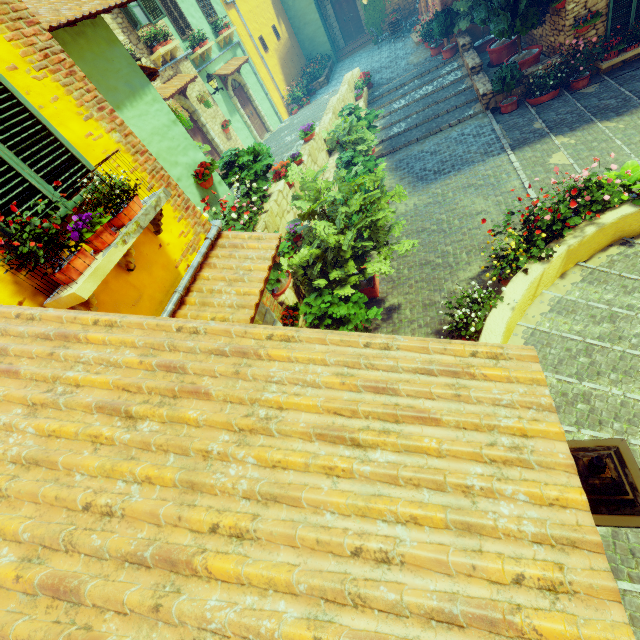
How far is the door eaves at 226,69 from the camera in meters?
13.8

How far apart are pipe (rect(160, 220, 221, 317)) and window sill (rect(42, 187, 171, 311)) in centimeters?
49cm

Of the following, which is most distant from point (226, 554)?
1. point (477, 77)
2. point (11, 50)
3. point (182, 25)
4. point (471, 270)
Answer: point (182, 25)

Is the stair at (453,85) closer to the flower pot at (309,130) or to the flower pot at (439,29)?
the flower pot at (439,29)

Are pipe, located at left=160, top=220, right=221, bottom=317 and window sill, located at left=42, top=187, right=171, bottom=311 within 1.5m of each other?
yes

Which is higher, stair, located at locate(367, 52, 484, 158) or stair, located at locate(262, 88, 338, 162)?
stair, located at locate(262, 88, 338, 162)

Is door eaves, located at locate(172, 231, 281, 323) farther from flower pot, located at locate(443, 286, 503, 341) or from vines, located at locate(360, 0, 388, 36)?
vines, located at locate(360, 0, 388, 36)

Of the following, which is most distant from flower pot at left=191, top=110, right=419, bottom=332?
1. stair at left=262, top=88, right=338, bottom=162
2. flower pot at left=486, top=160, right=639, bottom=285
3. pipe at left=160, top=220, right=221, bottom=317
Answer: pipe at left=160, top=220, right=221, bottom=317
